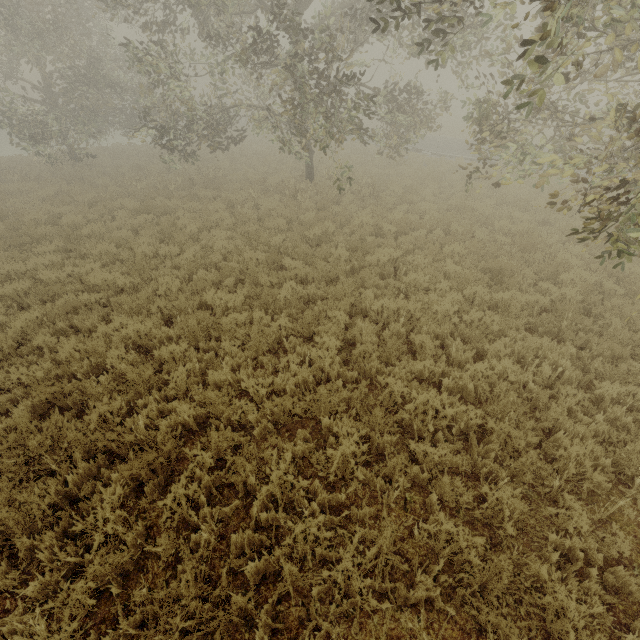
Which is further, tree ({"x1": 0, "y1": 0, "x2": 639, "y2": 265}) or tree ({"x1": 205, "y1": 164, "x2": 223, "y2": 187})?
tree ({"x1": 205, "y1": 164, "x2": 223, "y2": 187})

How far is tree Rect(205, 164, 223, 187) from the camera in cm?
1586

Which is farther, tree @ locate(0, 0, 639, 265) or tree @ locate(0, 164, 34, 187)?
tree @ locate(0, 164, 34, 187)

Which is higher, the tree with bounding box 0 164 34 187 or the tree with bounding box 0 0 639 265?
the tree with bounding box 0 0 639 265

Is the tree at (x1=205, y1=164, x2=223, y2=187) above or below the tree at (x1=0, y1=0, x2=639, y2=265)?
below

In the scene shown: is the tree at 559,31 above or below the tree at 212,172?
above

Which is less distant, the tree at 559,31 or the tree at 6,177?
the tree at 559,31

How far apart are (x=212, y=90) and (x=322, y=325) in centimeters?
1199cm
